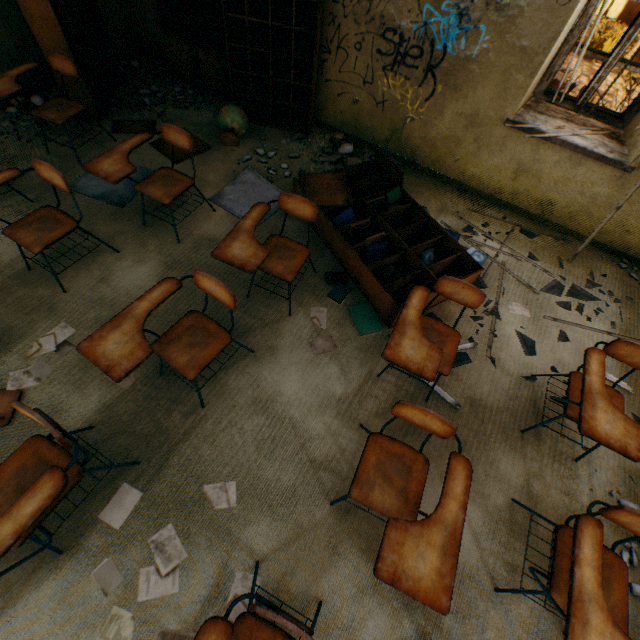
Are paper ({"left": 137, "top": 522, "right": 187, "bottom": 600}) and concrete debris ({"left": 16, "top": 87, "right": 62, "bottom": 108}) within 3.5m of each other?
no

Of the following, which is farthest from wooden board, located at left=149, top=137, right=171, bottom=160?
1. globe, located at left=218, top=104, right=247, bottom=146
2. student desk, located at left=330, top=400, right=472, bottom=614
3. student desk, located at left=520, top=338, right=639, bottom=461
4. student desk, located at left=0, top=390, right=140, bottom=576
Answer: student desk, located at left=520, top=338, right=639, bottom=461

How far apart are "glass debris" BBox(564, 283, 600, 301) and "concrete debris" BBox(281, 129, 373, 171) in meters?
2.2 m

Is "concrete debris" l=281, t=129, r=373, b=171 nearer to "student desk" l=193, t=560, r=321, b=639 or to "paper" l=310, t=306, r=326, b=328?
"paper" l=310, t=306, r=326, b=328

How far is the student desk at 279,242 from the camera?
2.1m

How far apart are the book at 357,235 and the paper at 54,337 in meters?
2.4 m

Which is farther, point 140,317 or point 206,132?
point 206,132

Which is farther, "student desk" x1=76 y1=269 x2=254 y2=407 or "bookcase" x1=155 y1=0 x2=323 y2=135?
"bookcase" x1=155 y1=0 x2=323 y2=135
